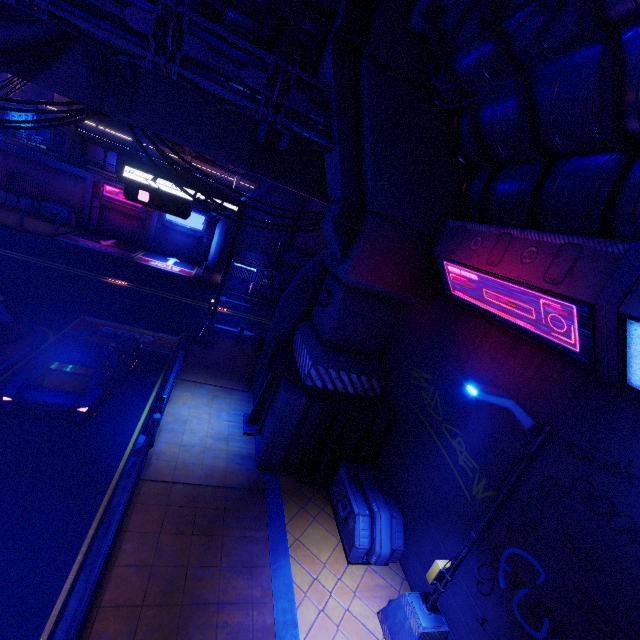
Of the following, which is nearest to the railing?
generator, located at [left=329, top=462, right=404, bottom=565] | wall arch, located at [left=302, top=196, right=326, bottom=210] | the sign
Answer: generator, located at [left=329, top=462, right=404, bottom=565]

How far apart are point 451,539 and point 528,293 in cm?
579

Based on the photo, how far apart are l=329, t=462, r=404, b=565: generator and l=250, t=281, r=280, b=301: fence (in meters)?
19.81

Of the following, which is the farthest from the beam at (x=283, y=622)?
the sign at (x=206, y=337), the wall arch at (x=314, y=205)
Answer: the sign at (x=206, y=337)

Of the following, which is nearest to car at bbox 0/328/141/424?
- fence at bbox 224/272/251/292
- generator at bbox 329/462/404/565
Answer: generator at bbox 329/462/404/565

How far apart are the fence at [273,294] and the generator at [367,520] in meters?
19.8

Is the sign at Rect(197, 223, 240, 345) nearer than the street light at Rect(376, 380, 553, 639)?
No

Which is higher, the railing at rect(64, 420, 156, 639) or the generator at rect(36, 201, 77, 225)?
the railing at rect(64, 420, 156, 639)
